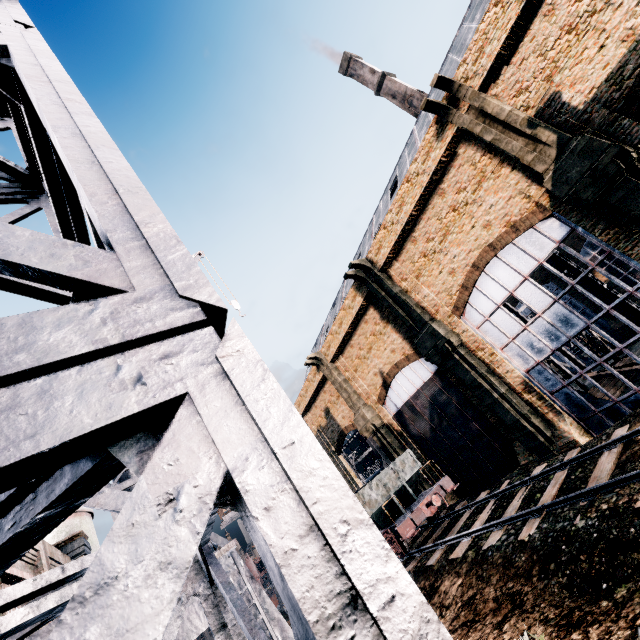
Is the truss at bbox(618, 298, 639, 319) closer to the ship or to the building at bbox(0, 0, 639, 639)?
the building at bbox(0, 0, 639, 639)

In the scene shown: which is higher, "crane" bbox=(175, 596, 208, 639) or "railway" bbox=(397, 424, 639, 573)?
"crane" bbox=(175, 596, 208, 639)

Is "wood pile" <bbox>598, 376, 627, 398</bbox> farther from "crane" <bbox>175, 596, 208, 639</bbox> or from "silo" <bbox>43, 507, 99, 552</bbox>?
"silo" <bbox>43, 507, 99, 552</bbox>

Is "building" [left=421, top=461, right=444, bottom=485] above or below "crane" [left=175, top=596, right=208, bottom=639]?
below

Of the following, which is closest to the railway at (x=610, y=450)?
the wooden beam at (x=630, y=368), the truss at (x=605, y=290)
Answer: the truss at (x=605, y=290)

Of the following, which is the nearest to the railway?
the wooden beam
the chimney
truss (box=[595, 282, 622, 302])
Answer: truss (box=[595, 282, 622, 302])

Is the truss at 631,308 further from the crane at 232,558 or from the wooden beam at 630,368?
the crane at 232,558

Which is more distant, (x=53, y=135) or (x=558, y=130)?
(x=558, y=130)
